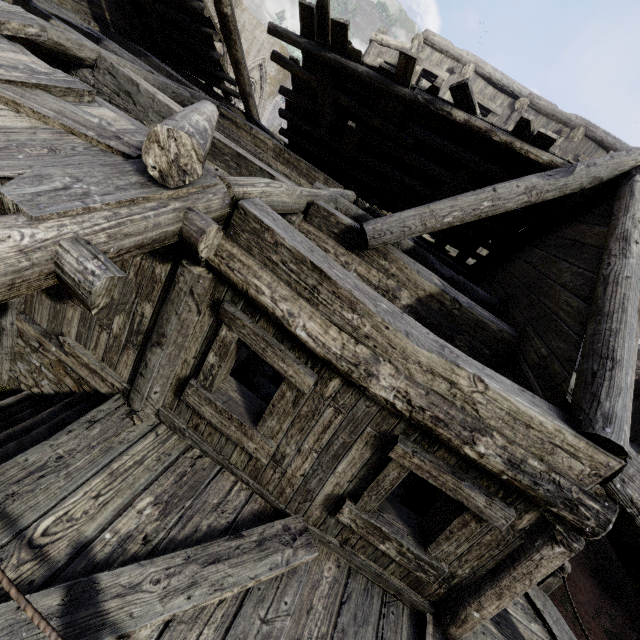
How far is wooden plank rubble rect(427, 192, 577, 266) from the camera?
7.2m

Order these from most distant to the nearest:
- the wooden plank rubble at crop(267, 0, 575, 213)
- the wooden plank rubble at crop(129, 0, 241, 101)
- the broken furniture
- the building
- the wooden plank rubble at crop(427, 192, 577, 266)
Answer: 1. the wooden plank rubble at crop(129, 0, 241, 101)
2. the broken furniture
3. the wooden plank rubble at crop(427, 192, 577, 266)
4. the wooden plank rubble at crop(267, 0, 575, 213)
5. the building

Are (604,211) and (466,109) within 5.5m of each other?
yes

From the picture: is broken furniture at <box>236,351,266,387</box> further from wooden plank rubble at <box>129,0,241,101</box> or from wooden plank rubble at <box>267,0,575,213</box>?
wooden plank rubble at <box>129,0,241,101</box>

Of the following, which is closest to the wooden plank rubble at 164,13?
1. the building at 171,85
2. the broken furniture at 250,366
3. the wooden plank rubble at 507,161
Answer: the building at 171,85

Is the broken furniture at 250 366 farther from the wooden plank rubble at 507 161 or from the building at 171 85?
the wooden plank rubble at 507 161

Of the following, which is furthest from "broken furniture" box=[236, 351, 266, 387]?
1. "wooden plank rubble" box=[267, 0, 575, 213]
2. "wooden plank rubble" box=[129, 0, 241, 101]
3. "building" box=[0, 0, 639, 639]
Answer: "wooden plank rubble" box=[129, 0, 241, 101]

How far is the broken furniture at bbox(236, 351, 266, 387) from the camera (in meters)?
7.95
